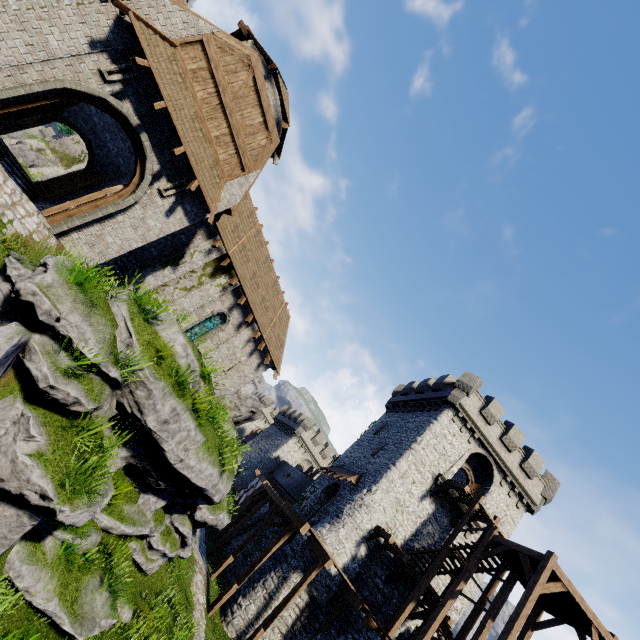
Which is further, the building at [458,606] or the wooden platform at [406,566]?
the building at [458,606]

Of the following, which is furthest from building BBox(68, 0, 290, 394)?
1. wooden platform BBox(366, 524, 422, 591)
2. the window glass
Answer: wooden platform BBox(366, 524, 422, 591)

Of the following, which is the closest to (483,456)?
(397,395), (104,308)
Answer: (397,395)

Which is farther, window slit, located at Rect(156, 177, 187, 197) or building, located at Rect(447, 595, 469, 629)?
building, located at Rect(447, 595, 469, 629)

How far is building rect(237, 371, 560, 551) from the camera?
22.31m

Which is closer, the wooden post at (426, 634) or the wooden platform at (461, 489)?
the wooden post at (426, 634)

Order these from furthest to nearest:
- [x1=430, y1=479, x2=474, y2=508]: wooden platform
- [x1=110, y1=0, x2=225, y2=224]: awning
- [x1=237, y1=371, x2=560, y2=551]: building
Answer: [x1=237, y1=371, x2=560, y2=551]: building, [x1=430, y1=479, x2=474, y2=508]: wooden platform, [x1=110, y1=0, x2=225, y2=224]: awning

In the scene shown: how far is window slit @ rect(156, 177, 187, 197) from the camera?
11.61m
